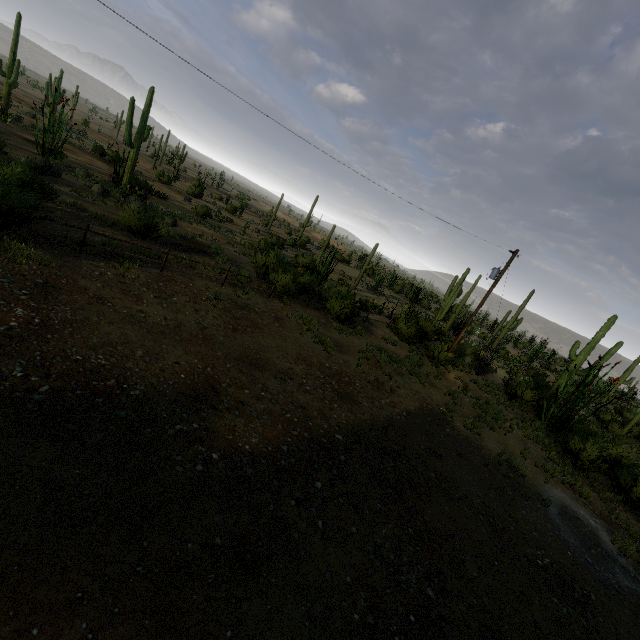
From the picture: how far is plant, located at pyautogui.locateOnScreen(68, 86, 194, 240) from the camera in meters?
14.7 m

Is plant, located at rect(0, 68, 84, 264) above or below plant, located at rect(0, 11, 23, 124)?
below

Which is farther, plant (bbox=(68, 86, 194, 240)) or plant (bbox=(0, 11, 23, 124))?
plant (bbox=(0, 11, 23, 124))

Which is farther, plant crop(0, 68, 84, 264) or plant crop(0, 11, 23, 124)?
plant crop(0, 11, 23, 124)

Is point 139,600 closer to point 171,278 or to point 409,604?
point 409,604

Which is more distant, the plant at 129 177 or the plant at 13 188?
the plant at 129 177

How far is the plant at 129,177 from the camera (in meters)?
14.71
